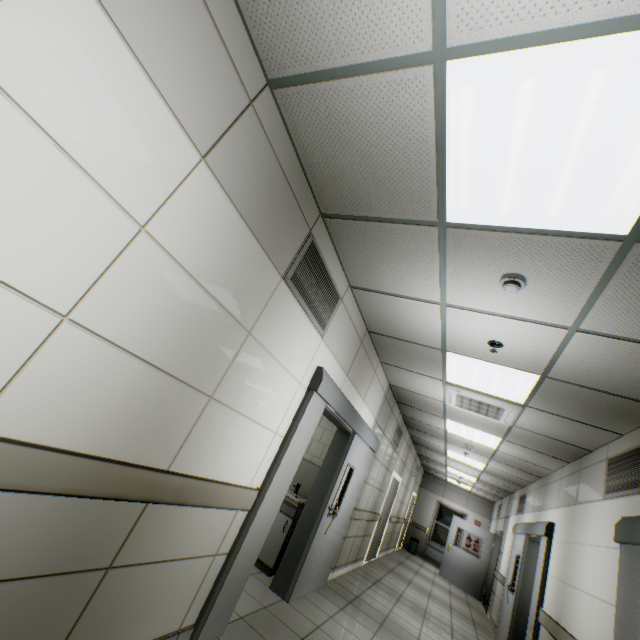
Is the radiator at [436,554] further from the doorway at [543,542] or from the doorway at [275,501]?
the doorway at [275,501]

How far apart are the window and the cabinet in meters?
12.9 m

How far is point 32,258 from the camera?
1.17m

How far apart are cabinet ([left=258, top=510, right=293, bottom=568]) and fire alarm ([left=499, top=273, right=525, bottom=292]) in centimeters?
410cm

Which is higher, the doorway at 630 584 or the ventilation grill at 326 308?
the ventilation grill at 326 308

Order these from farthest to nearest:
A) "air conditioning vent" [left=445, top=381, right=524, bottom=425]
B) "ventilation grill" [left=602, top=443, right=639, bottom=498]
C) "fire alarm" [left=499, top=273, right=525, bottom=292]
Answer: "air conditioning vent" [left=445, top=381, right=524, bottom=425]
"ventilation grill" [left=602, top=443, right=639, bottom=498]
"fire alarm" [left=499, top=273, right=525, bottom=292]

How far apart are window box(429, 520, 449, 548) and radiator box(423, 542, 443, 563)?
0.1 meters

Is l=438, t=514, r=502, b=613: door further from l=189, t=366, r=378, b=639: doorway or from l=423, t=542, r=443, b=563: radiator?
l=189, t=366, r=378, b=639: doorway
